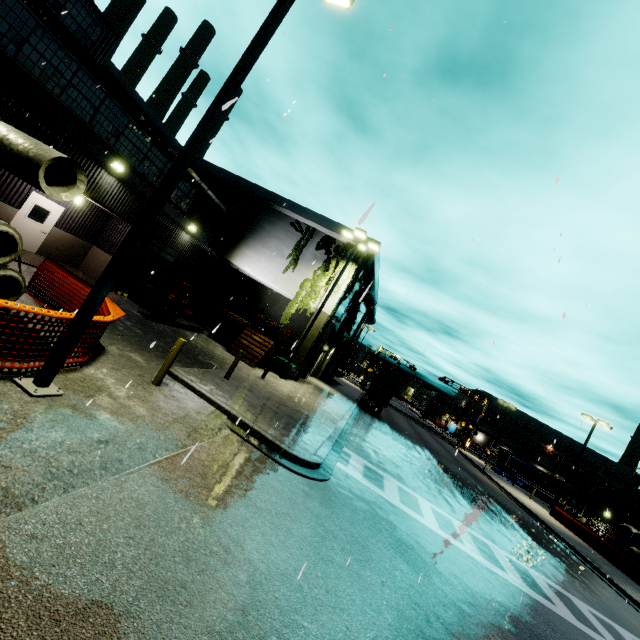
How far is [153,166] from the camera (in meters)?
15.74

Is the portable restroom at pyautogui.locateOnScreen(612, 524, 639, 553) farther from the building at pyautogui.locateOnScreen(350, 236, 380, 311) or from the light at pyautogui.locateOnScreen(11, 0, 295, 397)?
the light at pyautogui.locateOnScreen(11, 0, 295, 397)

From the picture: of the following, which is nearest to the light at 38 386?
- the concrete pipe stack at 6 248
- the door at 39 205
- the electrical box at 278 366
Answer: the concrete pipe stack at 6 248

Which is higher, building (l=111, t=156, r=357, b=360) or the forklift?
building (l=111, t=156, r=357, b=360)

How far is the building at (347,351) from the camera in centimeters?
3059cm

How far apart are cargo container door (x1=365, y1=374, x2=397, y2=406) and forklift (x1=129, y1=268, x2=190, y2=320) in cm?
1818

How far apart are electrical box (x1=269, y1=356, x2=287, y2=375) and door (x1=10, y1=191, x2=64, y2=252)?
12.4m

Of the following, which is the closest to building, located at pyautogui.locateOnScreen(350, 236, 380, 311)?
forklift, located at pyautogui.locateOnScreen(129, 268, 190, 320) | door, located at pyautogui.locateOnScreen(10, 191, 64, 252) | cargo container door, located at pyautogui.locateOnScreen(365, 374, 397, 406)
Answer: door, located at pyautogui.locateOnScreen(10, 191, 64, 252)
